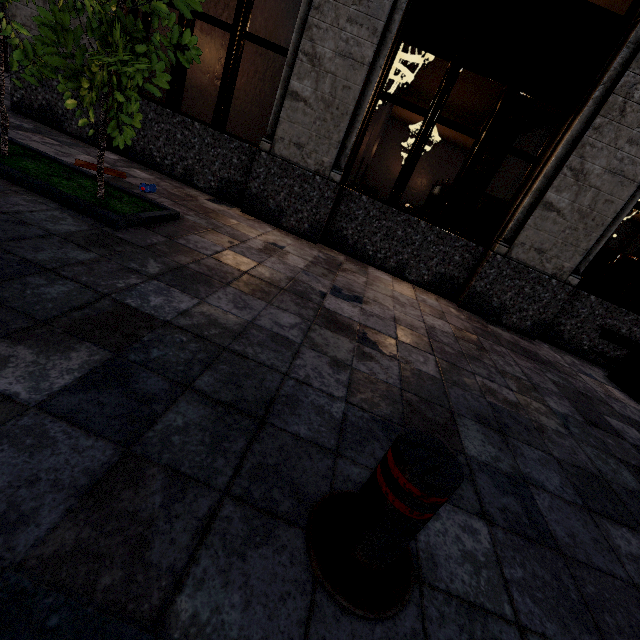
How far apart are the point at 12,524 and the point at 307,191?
5.0m

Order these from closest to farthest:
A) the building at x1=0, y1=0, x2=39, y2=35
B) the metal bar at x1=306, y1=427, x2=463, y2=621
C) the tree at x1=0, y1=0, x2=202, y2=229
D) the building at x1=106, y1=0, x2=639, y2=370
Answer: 1. the metal bar at x1=306, y1=427, x2=463, y2=621
2. the tree at x1=0, y1=0, x2=202, y2=229
3. the building at x1=106, y1=0, x2=639, y2=370
4. the building at x1=0, y1=0, x2=39, y2=35

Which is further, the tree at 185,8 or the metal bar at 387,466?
the tree at 185,8

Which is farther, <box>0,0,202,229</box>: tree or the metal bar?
<box>0,0,202,229</box>: tree

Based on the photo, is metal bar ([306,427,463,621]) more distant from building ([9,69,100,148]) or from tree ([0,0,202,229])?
building ([9,69,100,148])

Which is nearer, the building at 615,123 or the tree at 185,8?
the tree at 185,8

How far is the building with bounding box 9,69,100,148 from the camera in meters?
5.2

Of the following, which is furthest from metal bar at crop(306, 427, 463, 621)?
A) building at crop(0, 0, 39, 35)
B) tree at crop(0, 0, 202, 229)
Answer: building at crop(0, 0, 39, 35)
